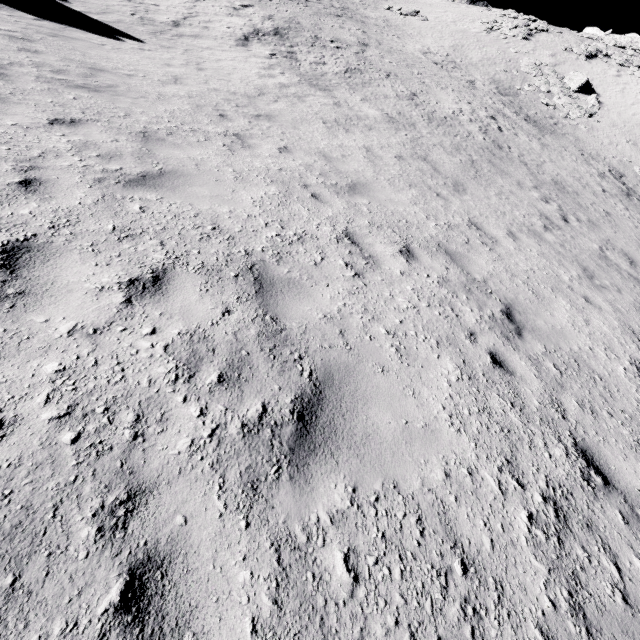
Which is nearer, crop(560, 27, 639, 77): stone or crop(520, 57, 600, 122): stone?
crop(520, 57, 600, 122): stone

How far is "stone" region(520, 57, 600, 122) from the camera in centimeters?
2782cm

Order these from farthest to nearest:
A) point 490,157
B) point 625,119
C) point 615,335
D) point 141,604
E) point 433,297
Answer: point 625,119 < point 490,157 < point 615,335 < point 433,297 < point 141,604

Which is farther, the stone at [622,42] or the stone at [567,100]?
the stone at [622,42]

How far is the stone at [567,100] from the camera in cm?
2782

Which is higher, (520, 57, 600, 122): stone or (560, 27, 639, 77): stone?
(560, 27, 639, 77): stone
